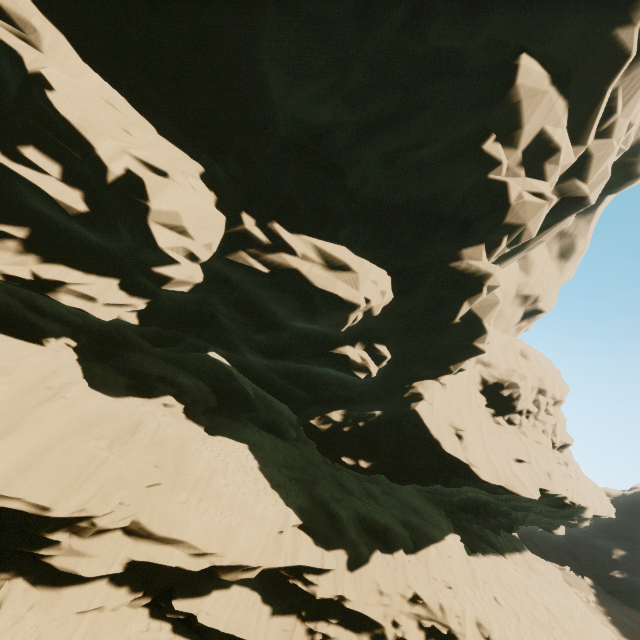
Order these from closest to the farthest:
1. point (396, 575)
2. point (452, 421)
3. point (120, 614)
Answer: point (120, 614), point (396, 575), point (452, 421)
